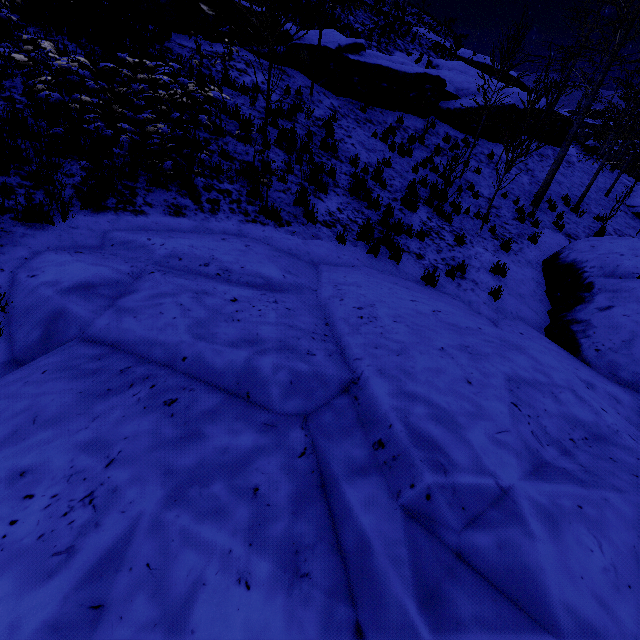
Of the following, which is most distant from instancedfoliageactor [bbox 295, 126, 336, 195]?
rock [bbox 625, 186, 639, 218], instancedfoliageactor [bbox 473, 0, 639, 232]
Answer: rock [bbox 625, 186, 639, 218]

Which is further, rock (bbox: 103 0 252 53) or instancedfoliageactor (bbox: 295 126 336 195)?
rock (bbox: 103 0 252 53)

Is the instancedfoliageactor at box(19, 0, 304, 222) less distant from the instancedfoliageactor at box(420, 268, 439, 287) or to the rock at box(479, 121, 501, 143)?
the rock at box(479, 121, 501, 143)

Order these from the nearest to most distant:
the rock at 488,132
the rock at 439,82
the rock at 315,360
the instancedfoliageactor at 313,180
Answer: the rock at 315,360 < the instancedfoliageactor at 313,180 < the rock at 439,82 < the rock at 488,132

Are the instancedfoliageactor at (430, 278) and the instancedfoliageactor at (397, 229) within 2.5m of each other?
yes

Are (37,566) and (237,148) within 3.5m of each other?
no

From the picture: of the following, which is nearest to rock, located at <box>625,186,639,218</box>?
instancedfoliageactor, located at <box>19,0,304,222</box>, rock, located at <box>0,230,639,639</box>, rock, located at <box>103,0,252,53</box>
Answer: rock, located at <box>0,230,639,639</box>

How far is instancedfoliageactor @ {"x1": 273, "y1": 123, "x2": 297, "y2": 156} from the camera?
8.26m
